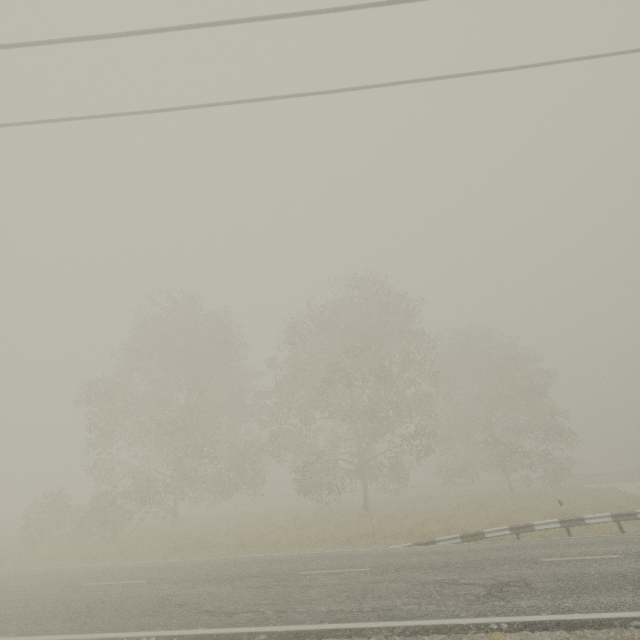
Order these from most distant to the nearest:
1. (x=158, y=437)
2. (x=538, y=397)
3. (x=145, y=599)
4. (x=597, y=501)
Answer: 1. (x=158, y=437)
2. (x=538, y=397)
3. (x=597, y=501)
4. (x=145, y=599)
